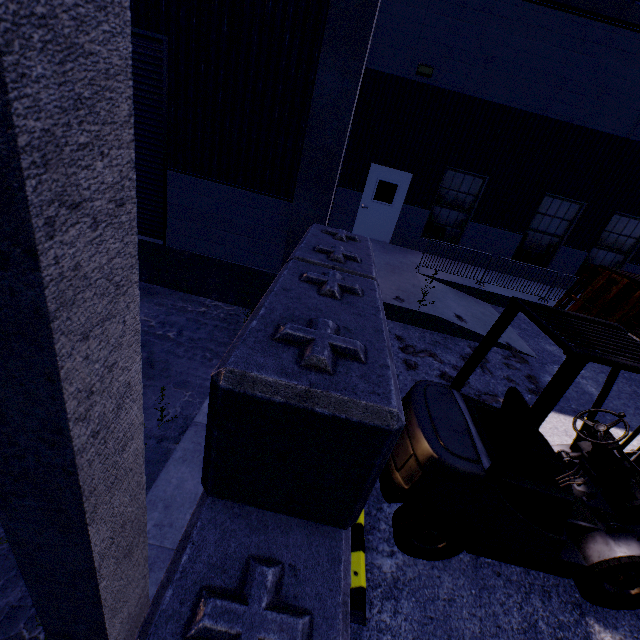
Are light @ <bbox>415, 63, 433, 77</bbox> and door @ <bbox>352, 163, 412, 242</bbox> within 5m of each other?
yes

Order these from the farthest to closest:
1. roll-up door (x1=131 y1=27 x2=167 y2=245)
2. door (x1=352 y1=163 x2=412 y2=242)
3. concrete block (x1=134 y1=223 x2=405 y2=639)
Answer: door (x1=352 y1=163 x2=412 y2=242) < roll-up door (x1=131 y1=27 x2=167 y2=245) < concrete block (x1=134 y1=223 x2=405 y2=639)

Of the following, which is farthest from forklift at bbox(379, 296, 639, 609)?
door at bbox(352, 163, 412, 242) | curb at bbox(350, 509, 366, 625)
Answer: door at bbox(352, 163, 412, 242)

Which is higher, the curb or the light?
the light

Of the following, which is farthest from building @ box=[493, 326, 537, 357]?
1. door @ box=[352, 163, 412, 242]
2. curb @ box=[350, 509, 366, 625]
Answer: curb @ box=[350, 509, 366, 625]

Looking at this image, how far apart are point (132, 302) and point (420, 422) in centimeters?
242cm

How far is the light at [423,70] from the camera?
9.6m

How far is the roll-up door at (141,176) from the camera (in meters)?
5.48
